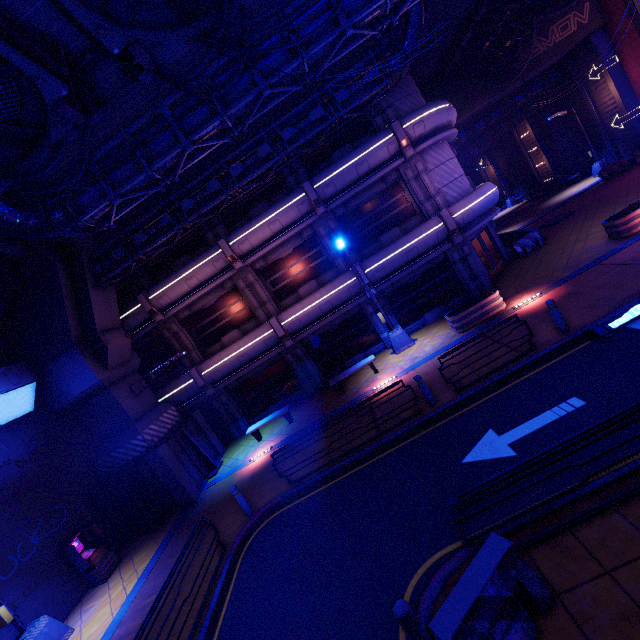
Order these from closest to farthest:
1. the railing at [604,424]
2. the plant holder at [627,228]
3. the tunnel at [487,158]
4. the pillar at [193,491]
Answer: the railing at [604,424] < the plant holder at [627,228] < the pillar at [193,491] < the tunnel at [487,158]

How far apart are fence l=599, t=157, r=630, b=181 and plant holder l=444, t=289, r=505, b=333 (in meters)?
18.21

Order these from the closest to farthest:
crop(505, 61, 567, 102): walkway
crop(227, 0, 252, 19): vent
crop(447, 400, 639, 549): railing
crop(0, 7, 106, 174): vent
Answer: crop(447, 400, 639, 549): railing
crop(0, 7, 106, 174): vent
crop(227, 0, 252, 19): vent
crop(505, 61, 567, 102): walkway

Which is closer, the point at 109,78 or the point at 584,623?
the point at 584,623

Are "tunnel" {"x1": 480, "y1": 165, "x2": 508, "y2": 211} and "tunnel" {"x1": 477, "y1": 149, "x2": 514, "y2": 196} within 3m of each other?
yes

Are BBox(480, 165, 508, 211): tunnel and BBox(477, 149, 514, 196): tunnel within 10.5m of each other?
yes

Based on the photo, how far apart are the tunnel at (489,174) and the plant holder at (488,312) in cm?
3408

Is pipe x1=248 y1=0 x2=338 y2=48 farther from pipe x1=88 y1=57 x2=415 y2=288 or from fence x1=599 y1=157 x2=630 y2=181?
fence x1=599 y1=157 x2=630 y2=181
